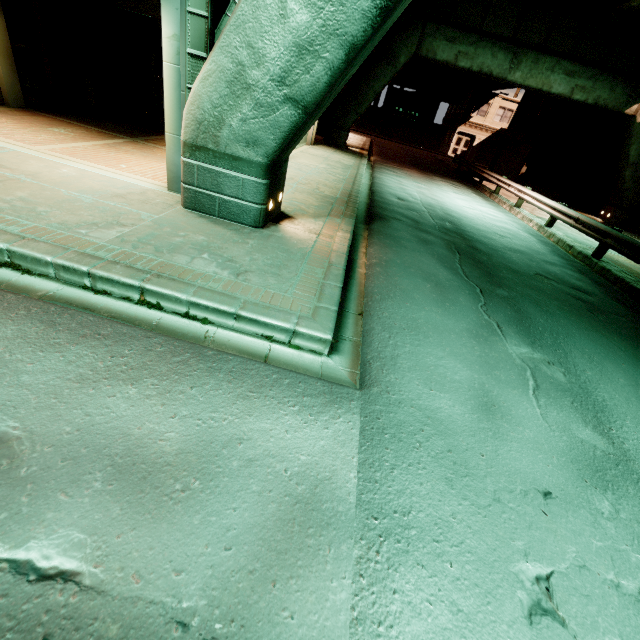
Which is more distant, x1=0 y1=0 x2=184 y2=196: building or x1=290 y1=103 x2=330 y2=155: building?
x1=290 y1=103 x2=330 y2=155: building

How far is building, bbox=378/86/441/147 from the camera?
44.3m

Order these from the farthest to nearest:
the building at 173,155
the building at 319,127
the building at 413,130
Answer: the building at 413,130 < the building at 319,127 < the building at 173,155

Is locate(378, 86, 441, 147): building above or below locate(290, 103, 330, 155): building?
above

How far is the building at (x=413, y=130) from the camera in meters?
44.3 m

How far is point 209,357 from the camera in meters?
3.1 m

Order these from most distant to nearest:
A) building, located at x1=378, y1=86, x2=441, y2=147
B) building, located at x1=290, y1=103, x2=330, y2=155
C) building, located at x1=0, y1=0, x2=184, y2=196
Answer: building, located at x1=378, y1=86, x2=441, y2=147
building, located at x1=290, y1=103, x2=330, y2=155
building, located at x1=0, y1=0, x2=184, y2=196

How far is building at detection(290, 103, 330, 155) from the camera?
15.7 meters
